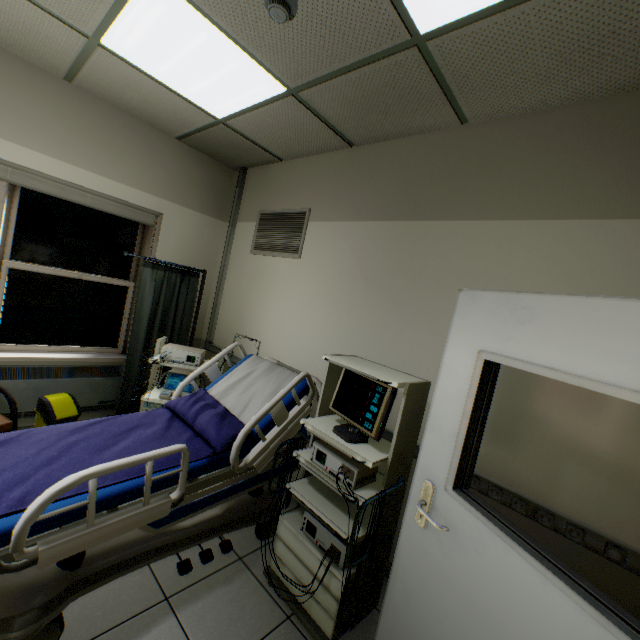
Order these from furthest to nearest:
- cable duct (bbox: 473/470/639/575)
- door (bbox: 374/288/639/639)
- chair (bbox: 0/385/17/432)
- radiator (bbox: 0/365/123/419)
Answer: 1. radiator (bbox: 0/365/123/419)
2. chair (bbox: 0/385/17/432)
3. cable duct (bbox: 473/470/639/575)
4. door (bbox: 374/288/639/639)

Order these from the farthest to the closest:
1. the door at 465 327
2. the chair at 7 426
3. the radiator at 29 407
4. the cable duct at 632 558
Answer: the radiator at 29 407
the chair at 7 426
the cable duct at 632 558
the door at 465 327

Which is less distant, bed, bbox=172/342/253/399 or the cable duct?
the cable duct

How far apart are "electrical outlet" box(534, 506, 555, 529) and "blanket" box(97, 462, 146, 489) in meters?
1.4 m

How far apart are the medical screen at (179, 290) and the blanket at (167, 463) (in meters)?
1.40

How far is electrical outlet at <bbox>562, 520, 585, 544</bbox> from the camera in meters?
1.6 m

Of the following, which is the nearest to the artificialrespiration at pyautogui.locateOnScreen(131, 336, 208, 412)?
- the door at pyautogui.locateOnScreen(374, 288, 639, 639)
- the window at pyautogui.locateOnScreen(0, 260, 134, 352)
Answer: the window at pyautogui.locateOnScreen(0, 260, 134, 352)

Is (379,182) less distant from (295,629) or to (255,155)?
(255,155)
